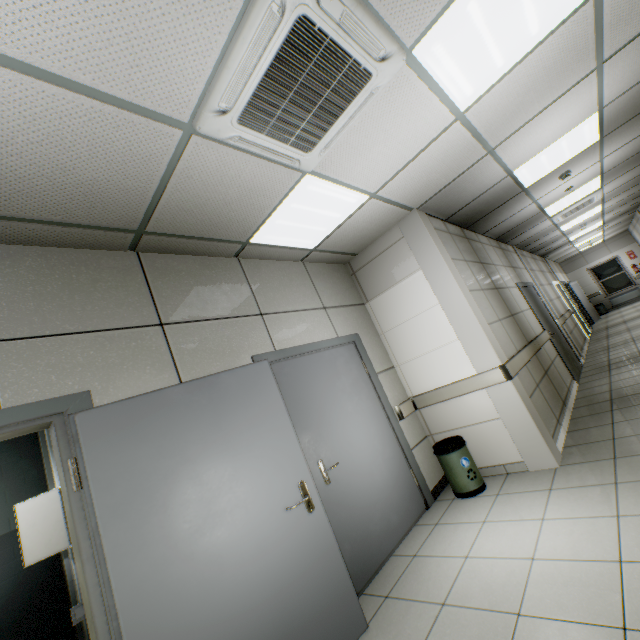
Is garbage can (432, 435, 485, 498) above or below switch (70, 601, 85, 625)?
below

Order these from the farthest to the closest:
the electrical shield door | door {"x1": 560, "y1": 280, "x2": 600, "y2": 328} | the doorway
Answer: door {"x1": 560, "y1": 280, "x2": 600, "y2": 328} < the doorway < the electrical shield door

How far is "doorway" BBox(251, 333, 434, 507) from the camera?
3.2 meters

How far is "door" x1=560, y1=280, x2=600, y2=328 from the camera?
13.9 meters

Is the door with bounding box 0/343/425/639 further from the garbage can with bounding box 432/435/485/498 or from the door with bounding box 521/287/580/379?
the door with bounding box 521/287/580/379

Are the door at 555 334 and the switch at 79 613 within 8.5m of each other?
yes

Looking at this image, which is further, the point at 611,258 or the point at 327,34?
the point at 611,258

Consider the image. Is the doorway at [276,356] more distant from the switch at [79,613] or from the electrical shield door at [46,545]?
the electrical shield door at [46,545]
